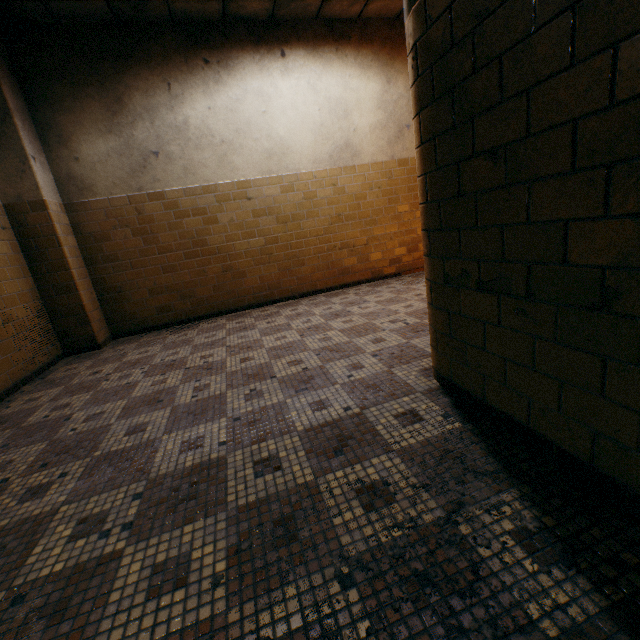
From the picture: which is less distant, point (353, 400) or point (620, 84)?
point (620, 84)
